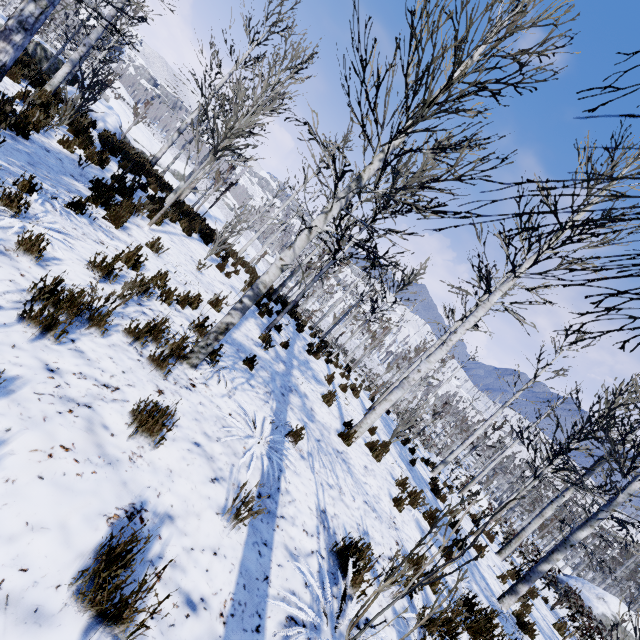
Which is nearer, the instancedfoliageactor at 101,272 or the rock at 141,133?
the instancedfoliageactor at 101,272

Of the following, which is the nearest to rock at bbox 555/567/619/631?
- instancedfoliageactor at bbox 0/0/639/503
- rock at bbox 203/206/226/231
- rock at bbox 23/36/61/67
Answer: instancedfoliageactor at bbox 0/0/639/503

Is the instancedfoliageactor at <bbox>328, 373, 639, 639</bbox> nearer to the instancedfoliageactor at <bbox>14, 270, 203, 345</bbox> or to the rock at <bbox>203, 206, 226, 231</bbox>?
the instancedfoliageactor at <bbox>14, 270, 203, 345</bbox>

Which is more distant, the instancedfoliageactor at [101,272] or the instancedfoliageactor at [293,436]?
the instancedfoliageactor at [293,436]

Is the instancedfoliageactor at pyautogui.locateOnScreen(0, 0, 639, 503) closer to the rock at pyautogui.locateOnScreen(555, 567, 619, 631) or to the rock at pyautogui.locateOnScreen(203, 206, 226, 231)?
the rock at pyautogui.locateOnScreen(203, 206, 226, 231)

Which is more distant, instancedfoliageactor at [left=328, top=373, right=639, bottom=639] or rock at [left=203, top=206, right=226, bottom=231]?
rock at [left=203, top=206, right=226, bottom=231]

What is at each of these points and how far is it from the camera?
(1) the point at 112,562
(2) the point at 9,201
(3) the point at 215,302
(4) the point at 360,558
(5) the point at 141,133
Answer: (1) instancedfoliageactor, 1.7m
(2) instancedfoliageactor, 3.7m
(3) instancedfoliageactor, 6.7m
(4) instancedfoliageactor, 3.1m
(5) rock, 33.4m

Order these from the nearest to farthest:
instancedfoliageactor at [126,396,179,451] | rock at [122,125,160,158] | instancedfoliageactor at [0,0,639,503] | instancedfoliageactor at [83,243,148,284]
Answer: instancedfoliageactor at [126,396,179,451], instancedfoliageactor at [0,0,639,503], instancedfoliageactor at [83,243,148,284], rock at [122,125,160,158]
